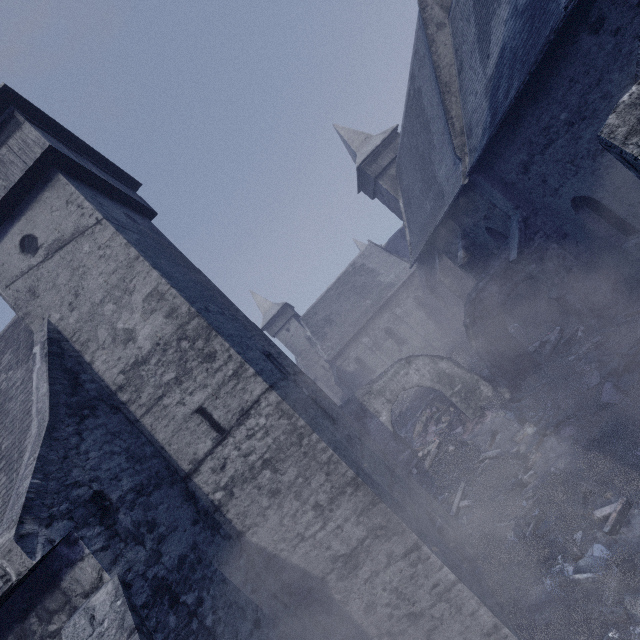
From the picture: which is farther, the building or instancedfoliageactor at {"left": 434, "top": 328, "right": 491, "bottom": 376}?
instancedfoliageactor at {"left": 434, "top": 328, "right": 491, "bottom": 376}

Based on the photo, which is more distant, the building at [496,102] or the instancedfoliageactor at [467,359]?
the instancedfoliageactor at [467,359]

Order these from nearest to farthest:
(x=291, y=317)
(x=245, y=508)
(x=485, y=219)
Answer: (x=245, y=508) → (x=485, y=219) → (x=291, y=317)

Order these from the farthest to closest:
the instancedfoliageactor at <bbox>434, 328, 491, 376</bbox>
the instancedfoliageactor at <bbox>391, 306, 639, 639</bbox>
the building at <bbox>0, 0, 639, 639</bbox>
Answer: the instancedfoliageactor at <bbox>434, 328, 491, 376</bbox> < the instancedfoliageactor at <bbox>391, 306, 639, 639</bbox> < the building at <bbox>0, 0, 639, 639</bbox>

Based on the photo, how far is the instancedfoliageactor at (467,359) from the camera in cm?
1742

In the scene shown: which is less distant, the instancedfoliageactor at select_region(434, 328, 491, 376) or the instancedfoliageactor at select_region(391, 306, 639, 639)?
the instancedfoliageactor at select_region(391, 306, 639, 639)

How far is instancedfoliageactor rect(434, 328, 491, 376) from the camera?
17.4m
